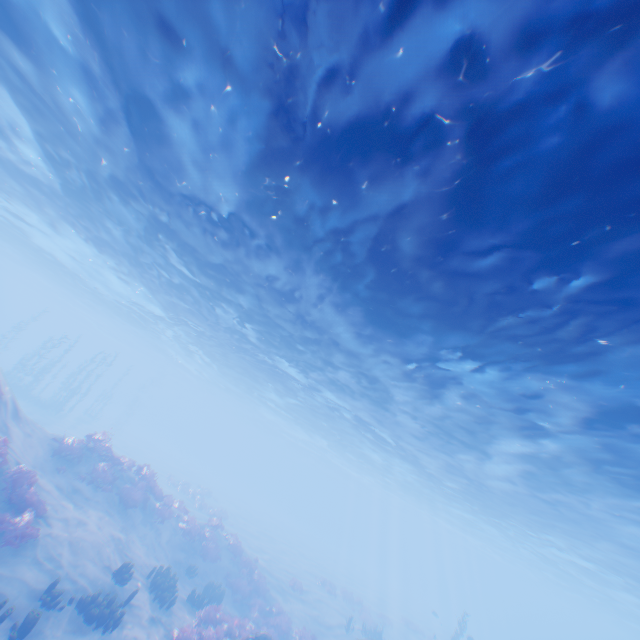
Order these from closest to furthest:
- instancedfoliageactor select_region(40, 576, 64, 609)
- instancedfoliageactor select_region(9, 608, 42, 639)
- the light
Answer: the light < instancedfoliageactor select_region(9, 608, 42, 639) < instancedfoliageactor select_region(40, 576, 64, 609)

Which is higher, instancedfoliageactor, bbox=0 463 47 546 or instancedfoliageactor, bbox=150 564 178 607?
instancedfoliageactor, bbox=0 463 47 546

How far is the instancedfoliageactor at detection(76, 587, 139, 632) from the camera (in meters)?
10.13

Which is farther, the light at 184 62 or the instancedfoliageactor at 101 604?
the instancedfoliageactor at 101 604

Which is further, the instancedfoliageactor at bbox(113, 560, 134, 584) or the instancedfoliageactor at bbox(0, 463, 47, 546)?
the instancedfoliageactor at bbox(113, 560, 134, 584)

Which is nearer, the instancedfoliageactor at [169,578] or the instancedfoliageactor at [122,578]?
the instancedfoliageactor at [122,578]

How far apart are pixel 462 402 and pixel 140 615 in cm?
1526
